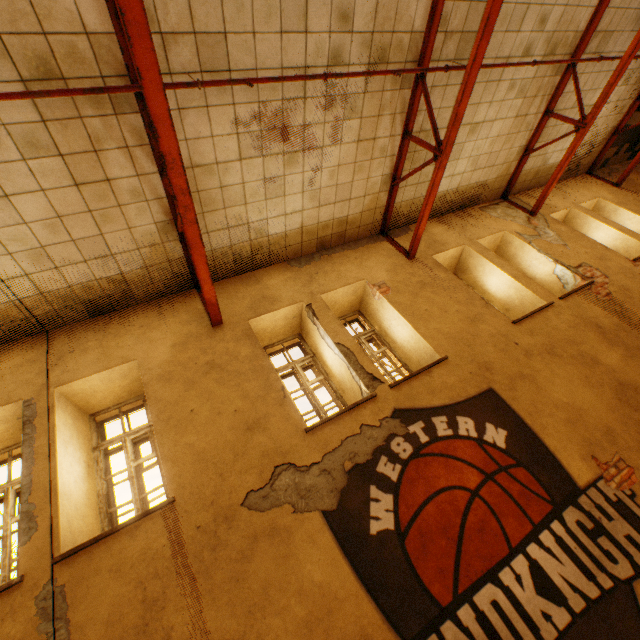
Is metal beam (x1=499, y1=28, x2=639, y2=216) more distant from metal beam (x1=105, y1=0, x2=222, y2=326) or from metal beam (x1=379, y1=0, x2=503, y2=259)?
metal beam (x1=105, y1=0, x2=222, y2=326)

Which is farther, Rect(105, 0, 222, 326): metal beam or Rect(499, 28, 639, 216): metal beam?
Rect(499, 28, 639, 216): metal beam

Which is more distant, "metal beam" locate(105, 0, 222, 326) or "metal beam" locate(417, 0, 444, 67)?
"metal beam" locate(417, 0, 444, 67)

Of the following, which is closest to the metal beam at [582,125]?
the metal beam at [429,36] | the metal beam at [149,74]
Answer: the metal beam at [429,36]

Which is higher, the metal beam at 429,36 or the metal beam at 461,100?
the metal beam at 429,36

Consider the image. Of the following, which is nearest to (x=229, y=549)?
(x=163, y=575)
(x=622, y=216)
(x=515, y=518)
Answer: (x=163, y=575)

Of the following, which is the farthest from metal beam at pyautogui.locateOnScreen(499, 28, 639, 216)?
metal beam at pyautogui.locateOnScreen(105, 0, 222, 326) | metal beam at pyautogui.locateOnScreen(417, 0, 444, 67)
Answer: metal beam at pyautogui.locateOnScreen(105, 0, 222, 326)
